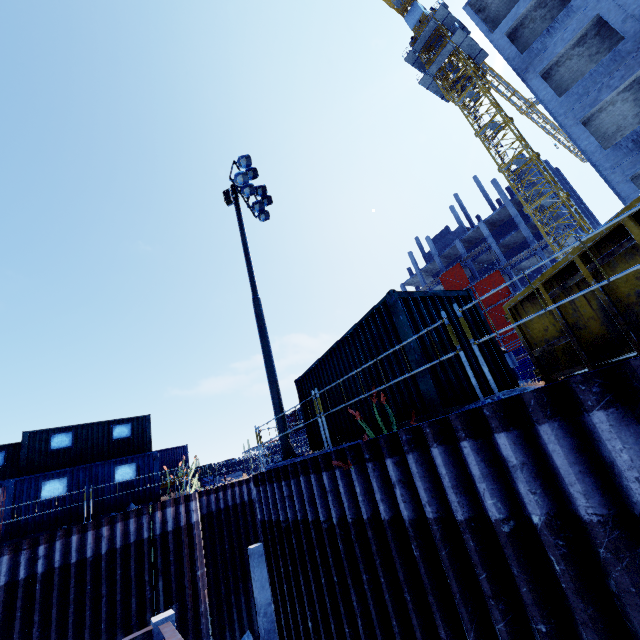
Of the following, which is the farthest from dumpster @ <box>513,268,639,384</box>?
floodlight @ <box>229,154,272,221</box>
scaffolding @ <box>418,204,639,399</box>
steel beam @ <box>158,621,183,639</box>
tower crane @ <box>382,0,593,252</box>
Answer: tower crane @ <box>382,0,593,252</box>

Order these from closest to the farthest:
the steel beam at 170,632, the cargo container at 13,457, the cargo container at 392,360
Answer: the cargo container at 392,360 < the steel beam at 170,632 < the cargo container at 13,457

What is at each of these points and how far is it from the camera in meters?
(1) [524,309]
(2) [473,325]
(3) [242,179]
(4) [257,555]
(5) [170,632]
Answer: (1) dumpster, 5.9
(2) cargo container, 7.1
(3) floodlight, 12.7
(4) concrete column, 16.1
(5) steel beam, 9.0

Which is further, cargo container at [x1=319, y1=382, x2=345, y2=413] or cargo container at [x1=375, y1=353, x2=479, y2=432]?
cargo container at [x1=319, y1=382, x2=345, y2=413]

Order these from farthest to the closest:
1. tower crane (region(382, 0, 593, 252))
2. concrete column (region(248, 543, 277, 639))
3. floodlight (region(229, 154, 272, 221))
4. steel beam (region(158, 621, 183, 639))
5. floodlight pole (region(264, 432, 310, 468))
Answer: tower crane (region(382, 0, 593, 252))
concrete column (region(248, 543, 277, 639))
floodlight (region(229, 154, 272, 221))
floodlight pole (region(264, 432, 310, 468))
steel beam (region(158, 621, 183, 639))

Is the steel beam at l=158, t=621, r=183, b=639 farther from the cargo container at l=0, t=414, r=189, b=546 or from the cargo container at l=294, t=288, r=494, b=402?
the cargo container at l=0, t=414, r=189, b=546

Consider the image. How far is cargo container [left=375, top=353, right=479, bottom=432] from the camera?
5.78m

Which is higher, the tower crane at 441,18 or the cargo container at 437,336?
the tower crane at 441,18
